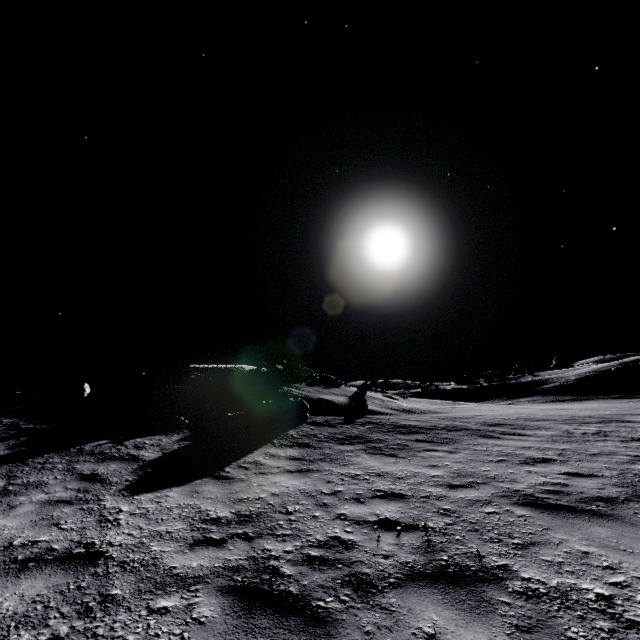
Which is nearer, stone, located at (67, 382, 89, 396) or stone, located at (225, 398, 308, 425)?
stone, located at (225, 398, 308, 425)

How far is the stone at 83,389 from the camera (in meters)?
12.21

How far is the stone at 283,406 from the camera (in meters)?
11.47

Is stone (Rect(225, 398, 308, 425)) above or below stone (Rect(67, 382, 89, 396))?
below

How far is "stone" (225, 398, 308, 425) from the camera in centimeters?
1147cm

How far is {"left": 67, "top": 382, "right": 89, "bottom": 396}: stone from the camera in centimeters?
1221cm

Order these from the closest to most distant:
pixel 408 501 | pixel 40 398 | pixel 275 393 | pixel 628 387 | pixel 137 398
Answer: pixel 408 501 < pixel 40 398 < pixel 137 398 < pixel 275 393 < pixel 628 387
